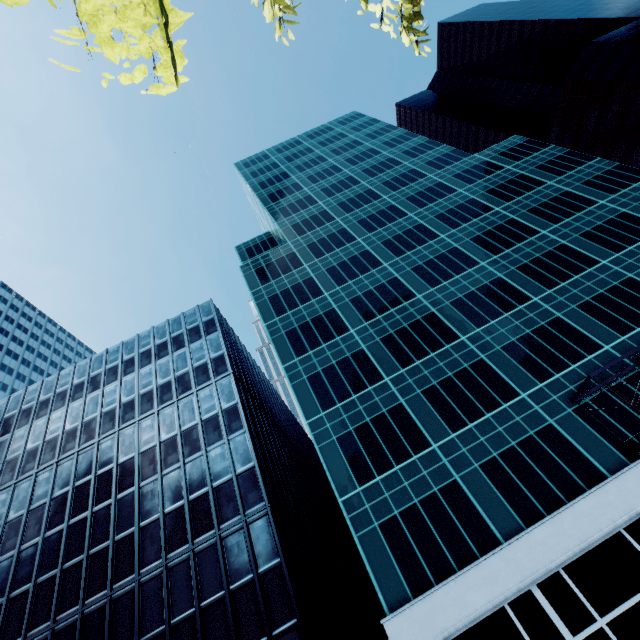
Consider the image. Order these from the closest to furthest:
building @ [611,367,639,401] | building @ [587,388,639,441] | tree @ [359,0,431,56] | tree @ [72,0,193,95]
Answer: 1. tree @ [72,0,193,95]
2. tree @ [359,0,431,56]
3. building @ [587,388,639,441]
4. building @ [611,367,639,401]

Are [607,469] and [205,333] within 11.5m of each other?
no

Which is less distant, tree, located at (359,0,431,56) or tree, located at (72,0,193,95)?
tree, located at (72,0,193,95)

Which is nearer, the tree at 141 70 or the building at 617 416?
the tree at 141 70

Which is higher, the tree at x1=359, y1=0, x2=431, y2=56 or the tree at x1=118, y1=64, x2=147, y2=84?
the tree at x1=359, y1=0, x2=431, y2=56

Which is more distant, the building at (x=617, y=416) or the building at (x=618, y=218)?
the building at (x=617, y=416)

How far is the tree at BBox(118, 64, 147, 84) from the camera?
3.83m

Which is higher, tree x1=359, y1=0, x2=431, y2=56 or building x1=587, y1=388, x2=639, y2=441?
tree x1=359, y1=0, x2=431, y2=56
